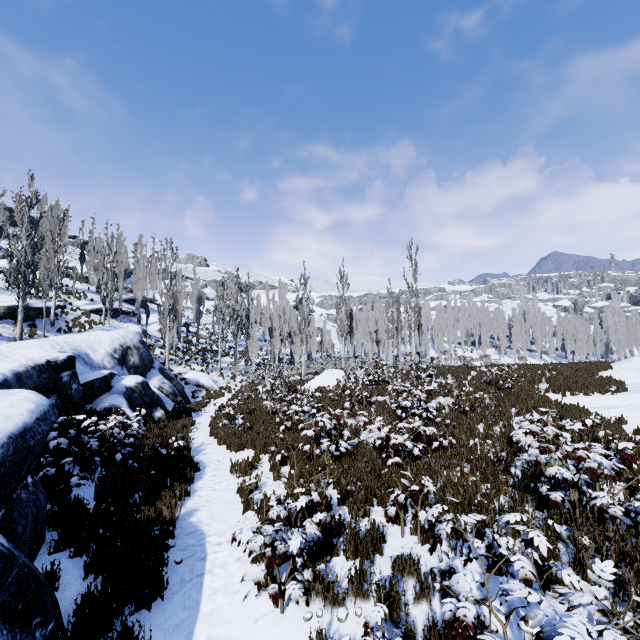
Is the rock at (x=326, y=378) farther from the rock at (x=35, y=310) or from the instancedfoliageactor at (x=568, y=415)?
the rock at (x=35, y=310)

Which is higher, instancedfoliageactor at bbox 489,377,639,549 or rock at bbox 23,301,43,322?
rock at bbox 23,301,43,322

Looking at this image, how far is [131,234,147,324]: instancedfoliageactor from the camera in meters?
38.0

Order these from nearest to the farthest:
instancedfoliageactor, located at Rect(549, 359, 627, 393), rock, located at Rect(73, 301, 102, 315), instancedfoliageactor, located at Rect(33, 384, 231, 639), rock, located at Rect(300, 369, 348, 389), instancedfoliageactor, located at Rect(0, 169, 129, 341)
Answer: instancedfoliageactor, located at Rect(33, 384, 231, 639) < instancedfoliageactor, located at Rect(549, 359, 627, 393) < instancedfoliageactor, located at Rect(0, 169, 129, 341) < rock, located at Rect(300, 369, 348, 389) < rock, located at Rect(73, 301, 102, 315)

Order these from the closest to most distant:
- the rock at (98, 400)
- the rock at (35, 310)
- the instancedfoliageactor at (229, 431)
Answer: the instancedfoliageactor at (229, 431)
the rock at (98, 400)
the rock at (35, 310)

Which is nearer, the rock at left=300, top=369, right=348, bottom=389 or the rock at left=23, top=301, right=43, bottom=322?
the rock at left=300, top=369, right=348, bottom=389

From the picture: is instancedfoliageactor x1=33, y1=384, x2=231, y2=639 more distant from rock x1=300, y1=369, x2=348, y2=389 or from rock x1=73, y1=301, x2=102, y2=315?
rock x1=300, y1=369, x2=348, y2=389

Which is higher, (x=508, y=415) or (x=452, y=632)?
(x=452, y=632)
